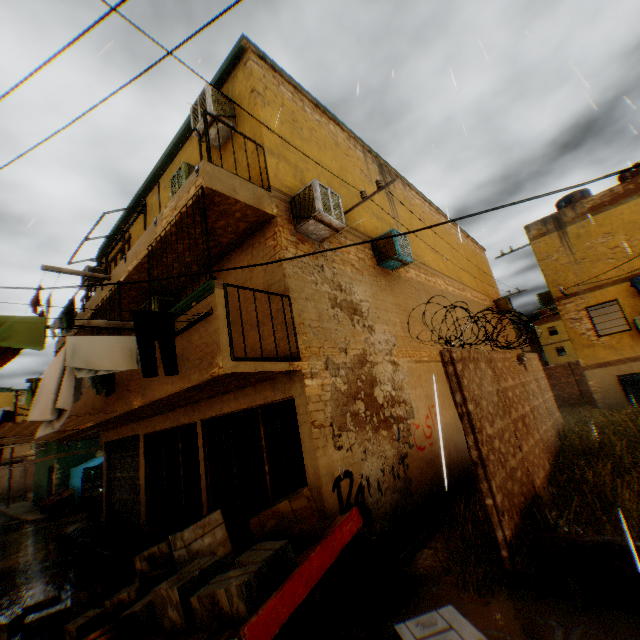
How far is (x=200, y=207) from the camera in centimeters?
513cm

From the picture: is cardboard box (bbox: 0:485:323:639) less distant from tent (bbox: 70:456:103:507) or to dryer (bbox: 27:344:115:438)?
tent (bbox: 70:456:103:507)

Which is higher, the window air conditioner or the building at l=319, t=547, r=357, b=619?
the window air conditioner

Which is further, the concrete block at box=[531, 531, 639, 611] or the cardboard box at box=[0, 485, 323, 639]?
the concrete block at box=[531, 531, 639, 611]

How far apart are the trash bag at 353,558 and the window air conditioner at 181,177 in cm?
716

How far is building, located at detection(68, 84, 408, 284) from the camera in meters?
5.6 m

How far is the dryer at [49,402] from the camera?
4.56m

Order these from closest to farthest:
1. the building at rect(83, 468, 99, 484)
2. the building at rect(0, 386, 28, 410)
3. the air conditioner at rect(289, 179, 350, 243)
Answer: the air conditioner at rect(289, 179, 350, 243)
the building at rect(83, 468, 99, 484)
the building at rect(0, 386, 28, 410)
